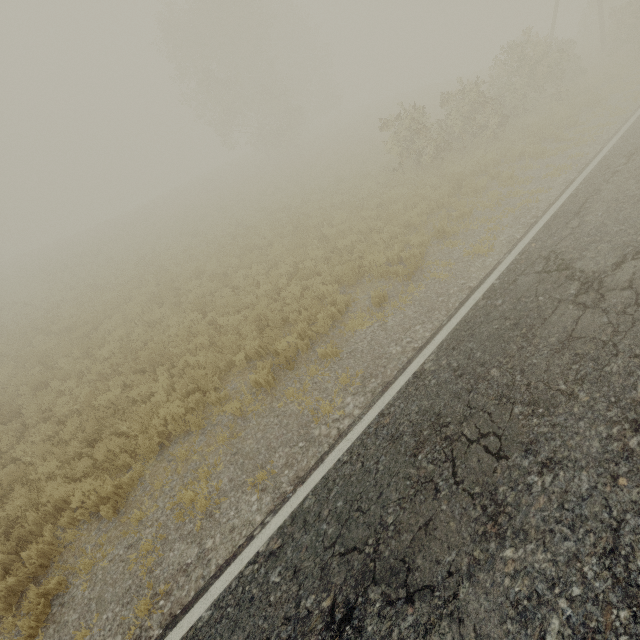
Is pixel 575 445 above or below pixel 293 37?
below

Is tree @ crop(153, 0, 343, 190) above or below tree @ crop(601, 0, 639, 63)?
above

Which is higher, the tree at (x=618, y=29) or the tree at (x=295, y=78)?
the tree at (x=295, y=78)

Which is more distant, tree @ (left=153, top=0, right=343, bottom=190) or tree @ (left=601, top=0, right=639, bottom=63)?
tree @ (left=153, top=0, right=343, bottom=190)

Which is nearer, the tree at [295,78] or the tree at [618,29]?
the tree at [618,29]
